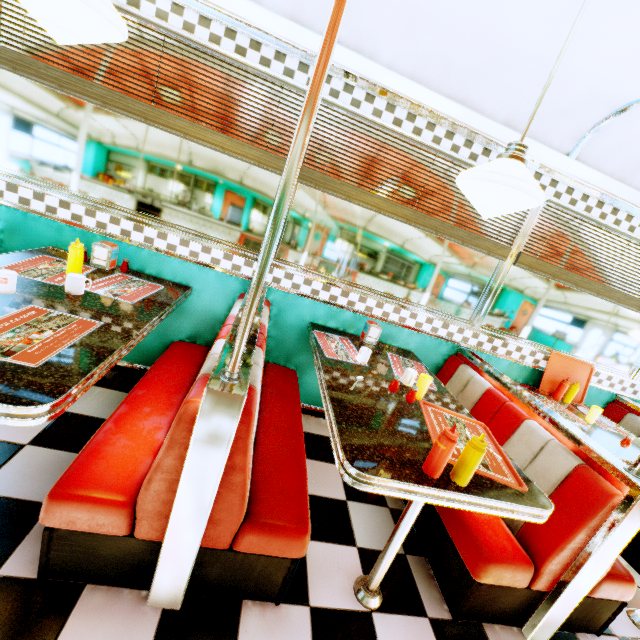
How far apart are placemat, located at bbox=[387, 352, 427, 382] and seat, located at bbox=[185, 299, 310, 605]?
0.7m

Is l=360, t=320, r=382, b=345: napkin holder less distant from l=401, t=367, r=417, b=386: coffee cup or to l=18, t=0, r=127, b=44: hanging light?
l=401, t=367, r=417, b=386: coffee cup

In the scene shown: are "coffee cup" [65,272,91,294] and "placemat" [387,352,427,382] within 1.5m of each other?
no

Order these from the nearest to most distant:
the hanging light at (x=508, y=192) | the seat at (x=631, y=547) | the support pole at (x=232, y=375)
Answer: the support pole at (x=232, y=375)
the hanging light at (x=508, y=192)
the seat at (x=631, y=547)

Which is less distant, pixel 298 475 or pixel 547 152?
pixel 298 475

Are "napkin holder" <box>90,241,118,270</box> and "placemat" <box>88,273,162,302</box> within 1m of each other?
yes

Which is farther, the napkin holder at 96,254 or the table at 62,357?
the napkin holder at 96,254

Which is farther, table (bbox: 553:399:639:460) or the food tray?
the food tray
